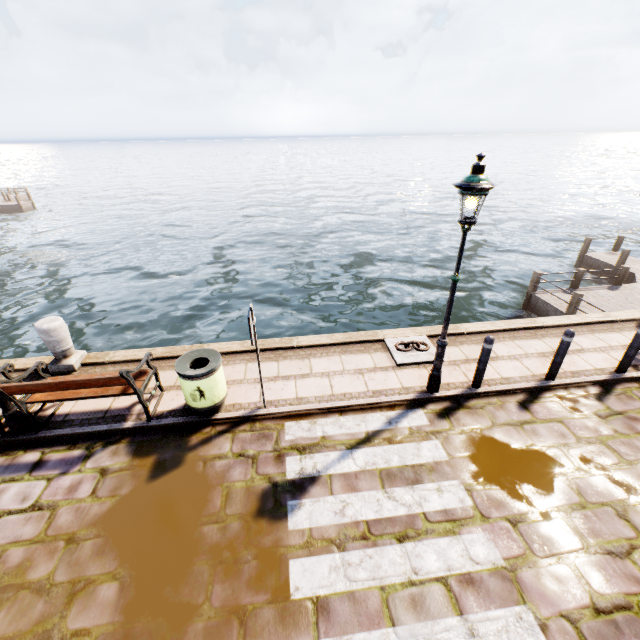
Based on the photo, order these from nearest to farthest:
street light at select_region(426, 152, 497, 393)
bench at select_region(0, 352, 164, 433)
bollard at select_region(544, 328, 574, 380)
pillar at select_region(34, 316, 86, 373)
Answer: street light at select_region(426, 152, 497, 393) < bench at select_region(0, 352, 164, 433) < bollard at select_region(544, 328, 574, 380) < pillar at select_region(34, 316, 86, 373)

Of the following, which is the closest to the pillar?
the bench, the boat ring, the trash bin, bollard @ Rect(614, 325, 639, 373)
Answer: the bench

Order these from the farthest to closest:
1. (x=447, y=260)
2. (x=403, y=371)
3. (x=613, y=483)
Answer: (x=447, y=260)
(x=403, y=371)
(x=613, y=483)

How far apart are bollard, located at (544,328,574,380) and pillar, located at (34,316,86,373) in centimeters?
937cm

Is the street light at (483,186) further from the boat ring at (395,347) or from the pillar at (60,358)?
the pillar at (60,358)

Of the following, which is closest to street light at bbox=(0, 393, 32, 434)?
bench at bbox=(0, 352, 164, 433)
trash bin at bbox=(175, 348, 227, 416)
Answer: bench at bbox=(0, 352, 164, 433)

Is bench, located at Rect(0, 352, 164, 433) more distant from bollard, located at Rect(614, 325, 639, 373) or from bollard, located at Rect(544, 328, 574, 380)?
bollard, located at Rect(614, 325, 639, 373)

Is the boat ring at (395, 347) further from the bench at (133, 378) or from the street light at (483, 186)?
the bench at (133, 378)
